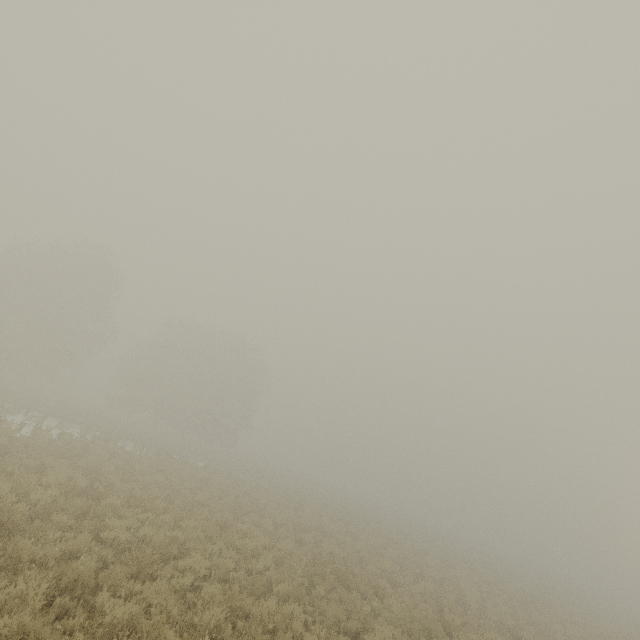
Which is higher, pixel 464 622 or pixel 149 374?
pixel 149 374
